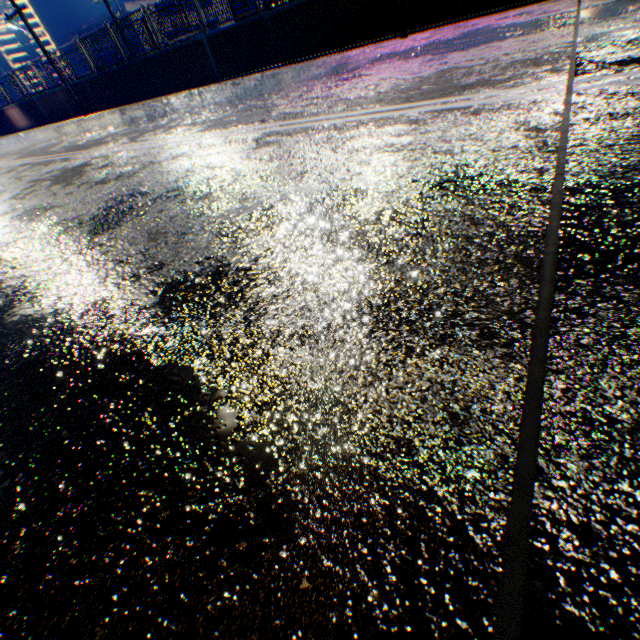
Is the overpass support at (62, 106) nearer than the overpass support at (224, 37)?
No

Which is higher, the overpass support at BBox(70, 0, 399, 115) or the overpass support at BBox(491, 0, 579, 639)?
the overpass support at BBox(70, 0, 399, 115)

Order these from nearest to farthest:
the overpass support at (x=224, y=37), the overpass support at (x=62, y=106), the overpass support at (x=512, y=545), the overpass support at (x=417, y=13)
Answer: the overpass support at (x=512, y=545), the overpass support at (x=417, y=13), the overpass support at (x=224, y=37), the overpass support at (x=62, y=106)

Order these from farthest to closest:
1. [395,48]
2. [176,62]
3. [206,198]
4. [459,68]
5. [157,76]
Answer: [157,76], [176,62], [395,48], [459,68], [206,198]

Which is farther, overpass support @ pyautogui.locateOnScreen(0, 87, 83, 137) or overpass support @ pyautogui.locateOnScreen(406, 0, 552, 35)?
overpass support @ pyautogui.locateOnScreen(0, 87, 83, 137)

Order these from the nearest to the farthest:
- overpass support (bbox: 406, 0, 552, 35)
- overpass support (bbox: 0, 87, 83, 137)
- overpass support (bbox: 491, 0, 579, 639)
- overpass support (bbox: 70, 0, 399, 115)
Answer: overpass support (bbox: 491, 0, 579, 639)
overpass support (bbox: 406, 0, 552, 35)
overpass support (bbox: 70, 0, 399, 115)
overpass support (bbox: 0, 87, 83, 137)
